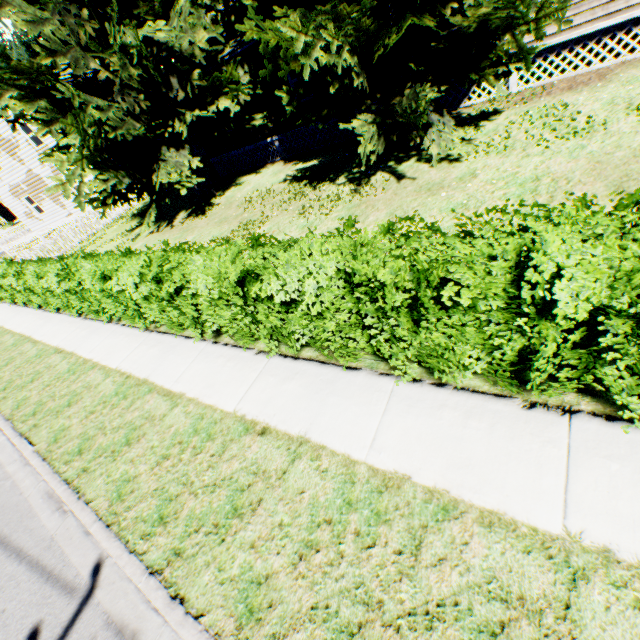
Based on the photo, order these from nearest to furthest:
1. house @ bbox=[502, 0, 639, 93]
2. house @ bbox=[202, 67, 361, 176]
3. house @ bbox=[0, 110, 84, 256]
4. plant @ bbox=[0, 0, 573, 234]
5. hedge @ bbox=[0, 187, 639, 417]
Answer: hedge @ bbox=[0, 187, 639, 417] → plant @ bbox=[0, 0, 573, 234] → house @ bbox=[502, 0, 639, 93] → house @ bbox=[202, 67, 361, 176] → house @ bbox=[0, 110, 84, 256]

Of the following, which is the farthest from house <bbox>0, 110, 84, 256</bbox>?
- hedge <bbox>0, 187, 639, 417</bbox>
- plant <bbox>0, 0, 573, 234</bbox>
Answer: hedge <bbox>0, 187, 639, 417</bbox>

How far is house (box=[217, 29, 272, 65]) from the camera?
11.95m

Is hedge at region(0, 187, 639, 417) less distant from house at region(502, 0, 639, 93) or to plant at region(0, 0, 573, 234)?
plant at region(0, 0, 573, 234)

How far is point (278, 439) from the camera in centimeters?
417cm

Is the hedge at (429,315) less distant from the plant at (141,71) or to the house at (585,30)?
the plant at (141,71)
